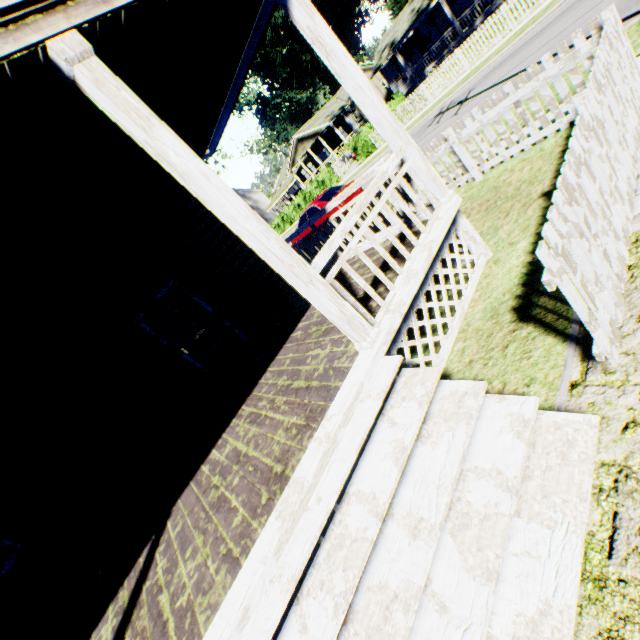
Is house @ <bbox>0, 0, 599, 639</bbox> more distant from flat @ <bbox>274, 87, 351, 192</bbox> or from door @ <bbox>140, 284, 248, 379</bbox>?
flat @ <bbox>274, 87, 351, 192</bbox>

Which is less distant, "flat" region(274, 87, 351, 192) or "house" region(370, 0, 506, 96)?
"house" region(370, 0, 506, 96)

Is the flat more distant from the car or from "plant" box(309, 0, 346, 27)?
the car

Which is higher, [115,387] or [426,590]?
[115,387]

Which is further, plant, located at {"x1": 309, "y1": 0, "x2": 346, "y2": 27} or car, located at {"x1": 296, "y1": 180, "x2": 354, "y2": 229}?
plant, located at {"x1": 309, "y1": 0, "x2": 346, "y2": 27}

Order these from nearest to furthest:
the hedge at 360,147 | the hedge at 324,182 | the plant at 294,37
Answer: the hedge at 360,147
the hedge at 324,182
the plant at 294,37

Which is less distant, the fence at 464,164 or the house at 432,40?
the fence at 464,164

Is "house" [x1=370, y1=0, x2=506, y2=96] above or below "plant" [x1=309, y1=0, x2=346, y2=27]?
below
